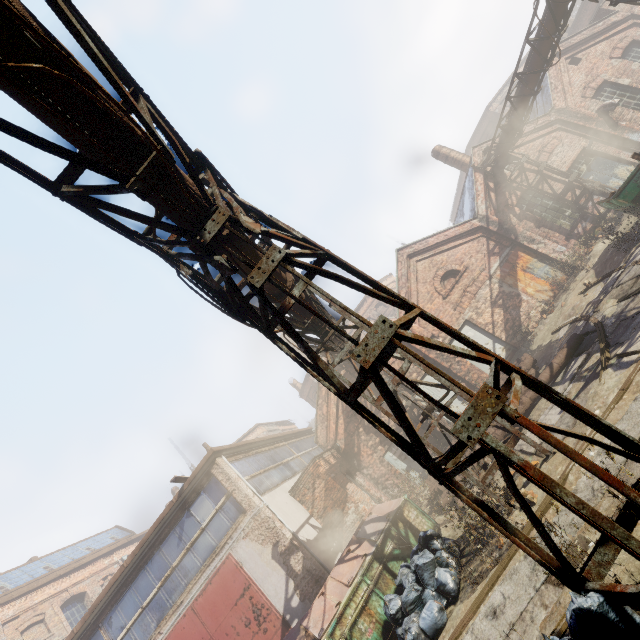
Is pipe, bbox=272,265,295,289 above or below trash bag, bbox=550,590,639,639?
above

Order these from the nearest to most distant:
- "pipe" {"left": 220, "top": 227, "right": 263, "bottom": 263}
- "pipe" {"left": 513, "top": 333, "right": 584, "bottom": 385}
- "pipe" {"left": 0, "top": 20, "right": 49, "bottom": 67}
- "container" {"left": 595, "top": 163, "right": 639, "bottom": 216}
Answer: "pipe" {"left": 0, "top": 20, "right": 49, "bottom": 67} → "pipe" {"left": 220, "top": 227, "right": 263, "bottom": 263} → "pipe" {"left": 513, "top": 333, "right": 584, "bottom": 385} → "container" {"left": 595, "top": 163, "right": 639, "bottom": 216}

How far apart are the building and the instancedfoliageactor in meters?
18.6 m

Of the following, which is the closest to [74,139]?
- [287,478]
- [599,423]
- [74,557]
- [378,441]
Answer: [599,423]

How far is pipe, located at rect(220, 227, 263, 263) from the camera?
4.26m

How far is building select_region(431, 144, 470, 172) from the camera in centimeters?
1975cm

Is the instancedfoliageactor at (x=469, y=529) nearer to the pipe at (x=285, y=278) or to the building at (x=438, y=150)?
the pipe at (x=285, y=278)

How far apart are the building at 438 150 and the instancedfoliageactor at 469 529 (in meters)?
18.59
